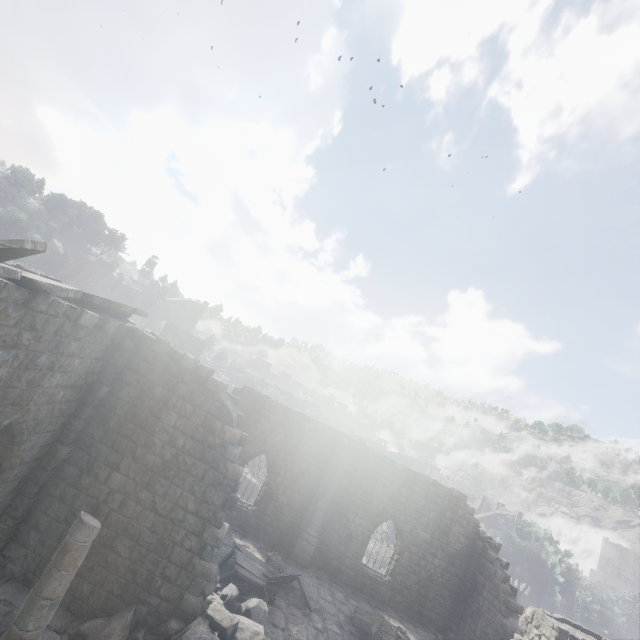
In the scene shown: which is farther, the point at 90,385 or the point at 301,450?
the point at 301,450

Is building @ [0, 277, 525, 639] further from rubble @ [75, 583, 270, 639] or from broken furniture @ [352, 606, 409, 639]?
broken furniture @ [352, 606, 409, 639]

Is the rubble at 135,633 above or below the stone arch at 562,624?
below

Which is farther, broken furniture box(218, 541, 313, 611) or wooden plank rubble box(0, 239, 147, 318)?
broken furniture box(218, 541, 313, 611)

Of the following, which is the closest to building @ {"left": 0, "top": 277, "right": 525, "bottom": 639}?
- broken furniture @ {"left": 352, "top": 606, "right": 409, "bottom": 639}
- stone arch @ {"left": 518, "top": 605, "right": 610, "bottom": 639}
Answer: stone arch @ {"left": 518, "top": 605, "right": 610, "bottom": 639}

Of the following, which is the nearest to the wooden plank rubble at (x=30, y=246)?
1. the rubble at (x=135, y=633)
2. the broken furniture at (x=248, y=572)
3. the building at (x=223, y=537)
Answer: the building at (x=223, y=537)

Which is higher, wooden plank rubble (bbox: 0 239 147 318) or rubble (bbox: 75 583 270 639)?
wooden plank rubble (bbox: 0 239 147 318)

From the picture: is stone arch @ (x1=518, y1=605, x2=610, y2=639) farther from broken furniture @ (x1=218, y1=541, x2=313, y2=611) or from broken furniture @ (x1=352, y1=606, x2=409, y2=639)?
broken furniture @ (x1=218, y1=541, x2=313, y2=611)
